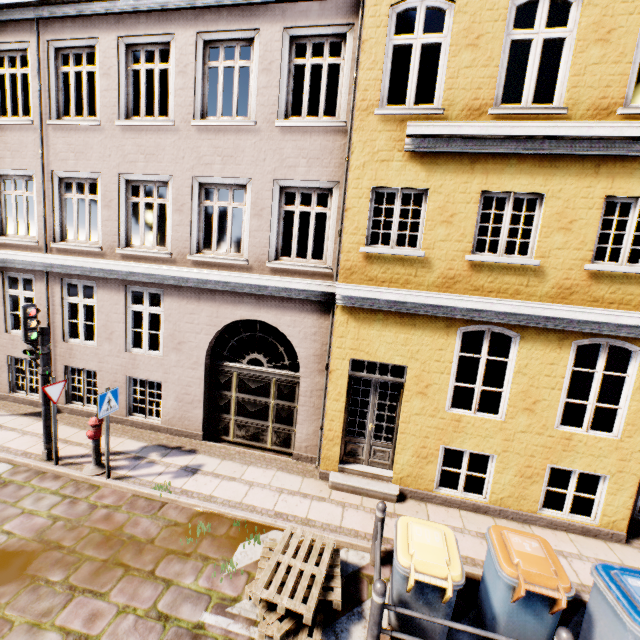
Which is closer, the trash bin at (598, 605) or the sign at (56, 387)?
the trash bin at (598, 605)

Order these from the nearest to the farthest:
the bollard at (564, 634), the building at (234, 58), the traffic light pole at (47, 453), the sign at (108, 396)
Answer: the bollard at (564, 634) < the building at (234, 58) < the sign at (108, 396) < the traffic light pole at (47, 453)

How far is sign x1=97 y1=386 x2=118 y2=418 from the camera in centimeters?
616cm

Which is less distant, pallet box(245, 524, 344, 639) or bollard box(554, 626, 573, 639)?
bollard box(554, 626, 573, 639)

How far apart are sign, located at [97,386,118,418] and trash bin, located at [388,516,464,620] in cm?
568

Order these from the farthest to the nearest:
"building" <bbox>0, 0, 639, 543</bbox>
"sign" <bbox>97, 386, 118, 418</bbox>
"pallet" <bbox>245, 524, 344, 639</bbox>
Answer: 1. "sign" <bbox>97, 386, 118, 418</bbox>
2. "building" <bbox>0, 0, 639, 543</bbox>
3. "pallet" <bbox>245, 524, 344, 639</bbox>

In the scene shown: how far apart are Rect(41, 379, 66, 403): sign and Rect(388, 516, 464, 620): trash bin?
7.0 meters

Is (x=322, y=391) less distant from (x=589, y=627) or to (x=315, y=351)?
(x=315, y=351)
